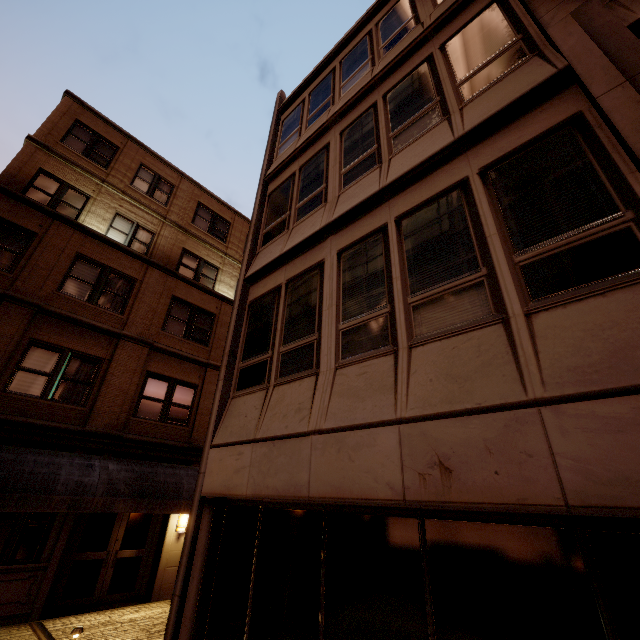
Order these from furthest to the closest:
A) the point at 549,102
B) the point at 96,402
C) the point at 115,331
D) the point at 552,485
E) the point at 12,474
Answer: the point at 115,331
the point at 96,402
the point at 12,474
the point at 549,102
the point at 552,485

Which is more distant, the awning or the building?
the awning

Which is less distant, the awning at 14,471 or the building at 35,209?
the building at 35,209
